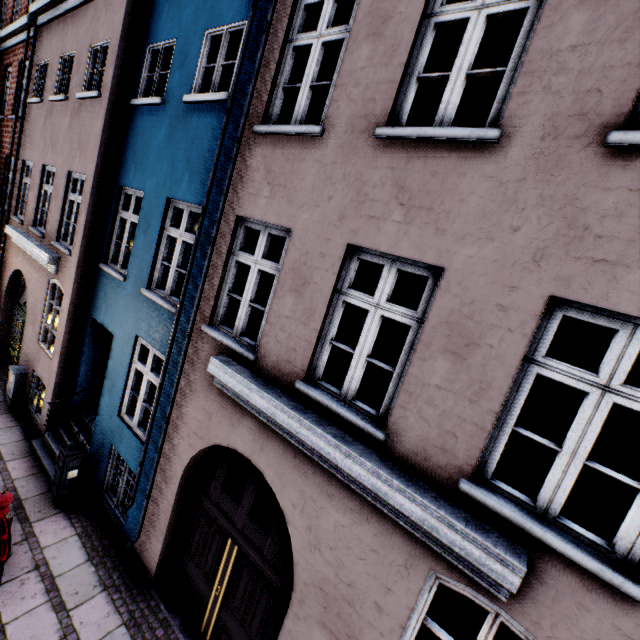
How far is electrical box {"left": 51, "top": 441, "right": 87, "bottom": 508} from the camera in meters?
6.2 m

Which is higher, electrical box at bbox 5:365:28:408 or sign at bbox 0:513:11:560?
sign at bbox 0:513:11:560

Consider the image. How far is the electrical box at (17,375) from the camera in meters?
8.6 m

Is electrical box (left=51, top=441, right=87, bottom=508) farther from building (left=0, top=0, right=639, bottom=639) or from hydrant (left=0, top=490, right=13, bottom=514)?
hydrant (left=0, top=490, right=13, bottom=514)

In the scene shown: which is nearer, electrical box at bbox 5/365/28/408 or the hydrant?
the hydrant

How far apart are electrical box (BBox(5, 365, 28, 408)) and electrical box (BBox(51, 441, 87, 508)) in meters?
3.8

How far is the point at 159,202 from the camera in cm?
595

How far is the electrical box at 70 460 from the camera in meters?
6.2
